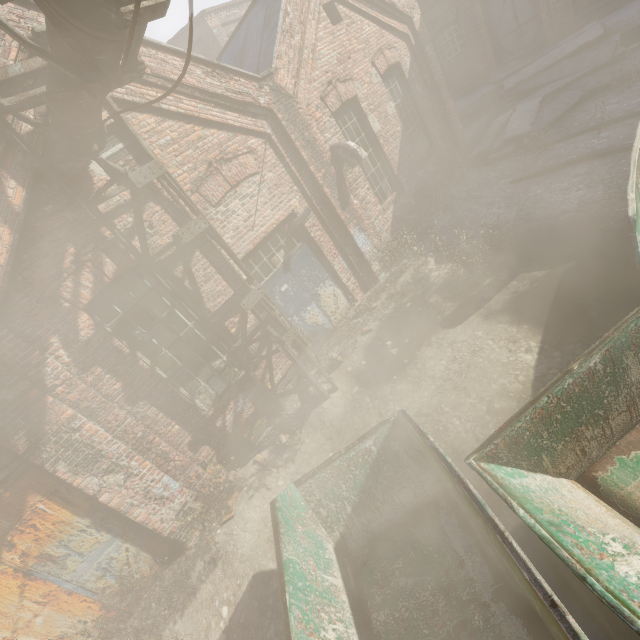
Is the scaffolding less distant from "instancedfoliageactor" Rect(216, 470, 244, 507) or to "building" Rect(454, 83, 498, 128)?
"instancedfoliageactor" Rect(216, 470, 244, 507)

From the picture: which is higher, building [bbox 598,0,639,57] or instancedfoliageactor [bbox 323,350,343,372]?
building [bbox 598,0,639,57]

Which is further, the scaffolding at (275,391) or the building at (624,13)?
the building at (624,13)

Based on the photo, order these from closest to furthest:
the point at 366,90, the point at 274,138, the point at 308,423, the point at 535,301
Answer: the point at 535,301
the point at 308,423
the point at 274,138
the point at 366,90

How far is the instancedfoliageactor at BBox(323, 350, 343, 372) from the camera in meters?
6.7 m

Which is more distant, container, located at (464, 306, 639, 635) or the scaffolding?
the scaffolding

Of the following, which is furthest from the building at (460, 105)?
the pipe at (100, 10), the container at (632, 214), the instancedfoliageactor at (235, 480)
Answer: the instancedfoliageactor at (235, 480)

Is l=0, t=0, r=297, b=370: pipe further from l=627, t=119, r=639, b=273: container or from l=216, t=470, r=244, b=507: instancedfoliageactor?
l=216, t=470, r=244, b=507: instancedfoliageactor
